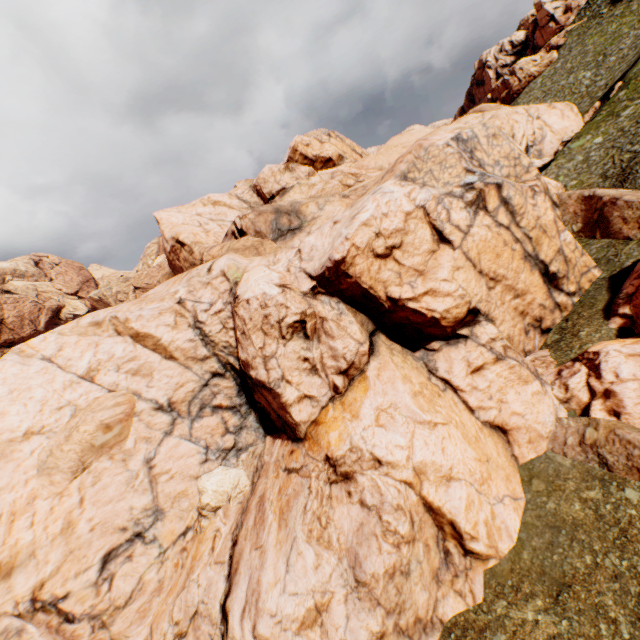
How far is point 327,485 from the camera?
16.91m
